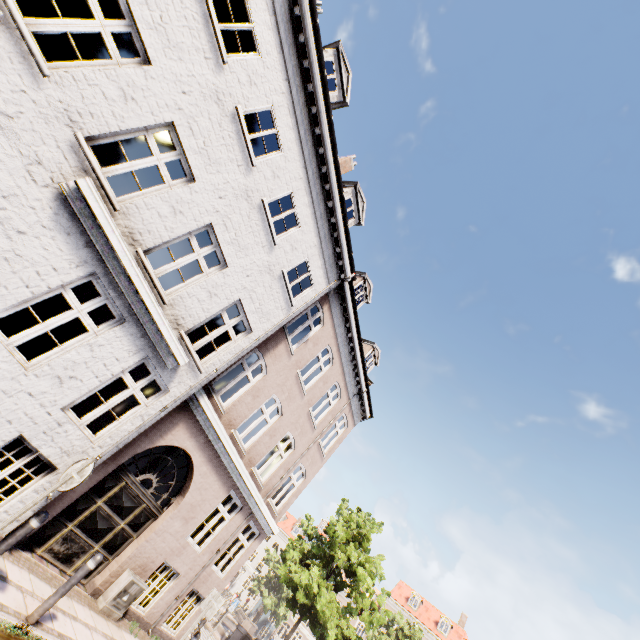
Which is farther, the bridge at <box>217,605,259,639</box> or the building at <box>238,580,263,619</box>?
the building at <box>238,580,263,619</box>

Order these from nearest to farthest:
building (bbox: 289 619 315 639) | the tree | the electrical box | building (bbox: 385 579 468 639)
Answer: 1. the electrical box
2. the tree
3. building (bbox: 385 579 468 639)
4. building (bbox: 289 619 315 639)

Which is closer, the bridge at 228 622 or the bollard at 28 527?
the bollard at 28 527

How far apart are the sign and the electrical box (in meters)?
4.88

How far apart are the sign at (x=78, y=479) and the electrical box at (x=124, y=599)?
4.88m

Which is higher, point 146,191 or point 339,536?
point 339,536

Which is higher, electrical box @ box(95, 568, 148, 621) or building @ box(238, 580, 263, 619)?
building @ box(238, 580, 263, 619)

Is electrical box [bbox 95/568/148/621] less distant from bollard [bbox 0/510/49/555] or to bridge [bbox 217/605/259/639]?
bollard [bbox 0/510/49/555]
